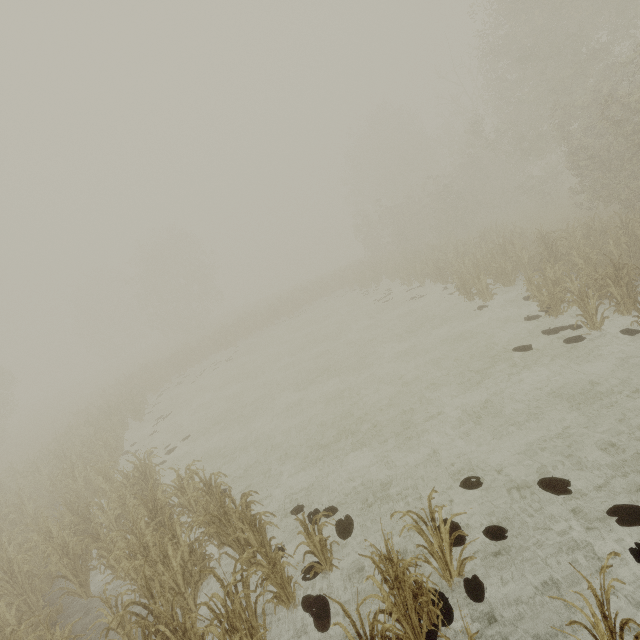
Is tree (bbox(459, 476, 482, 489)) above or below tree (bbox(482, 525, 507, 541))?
above

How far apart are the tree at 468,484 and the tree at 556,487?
1.0 meters

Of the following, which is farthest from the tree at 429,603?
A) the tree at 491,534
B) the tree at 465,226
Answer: the tree at 465,226

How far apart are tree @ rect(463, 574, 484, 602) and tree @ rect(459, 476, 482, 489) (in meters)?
1.58

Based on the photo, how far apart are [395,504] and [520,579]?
2.6 meters

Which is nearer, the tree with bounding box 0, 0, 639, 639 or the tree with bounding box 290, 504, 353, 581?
the tree with bounding box 290, 504, 353, 581

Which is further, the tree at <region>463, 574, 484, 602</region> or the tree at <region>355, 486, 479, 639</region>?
the tree at <region>463, 574, 484, 602</region>

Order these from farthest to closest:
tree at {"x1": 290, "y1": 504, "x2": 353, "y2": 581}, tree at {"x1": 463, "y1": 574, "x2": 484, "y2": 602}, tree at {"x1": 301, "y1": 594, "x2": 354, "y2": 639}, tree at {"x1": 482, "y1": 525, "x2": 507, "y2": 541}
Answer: tree at {"x1": 290, "y1": 504, "x2": 353, "y2": 581} < tree at {"x1": 482, "y1": 525, "x2": 507, "y2": 541} < tree at {"x1": 463, "y1": 574, "x2": 484, "y2": 602} < tree at {"x1": 301, "y1": 594, "x2": 354, "y2": 639}
